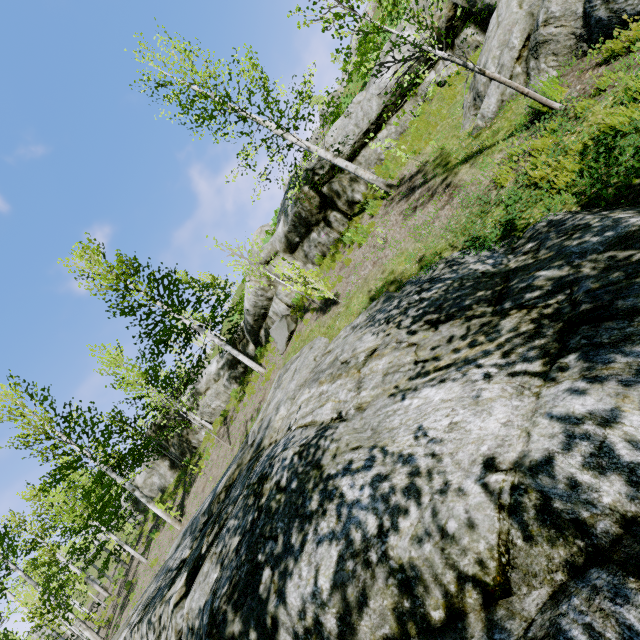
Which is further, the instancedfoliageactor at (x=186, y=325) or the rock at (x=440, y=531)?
the instancedfoliageactor at (x=186, y=325)

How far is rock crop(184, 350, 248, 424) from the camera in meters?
19.0 m

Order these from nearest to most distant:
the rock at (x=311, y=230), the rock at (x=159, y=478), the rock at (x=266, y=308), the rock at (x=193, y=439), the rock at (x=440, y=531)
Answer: the rock at (x=440, y=531), the rock at (x=311, y=230), the rock at (x=266, y=308), the rock at (x=193, y=439), the rock at (x=159, y=478)

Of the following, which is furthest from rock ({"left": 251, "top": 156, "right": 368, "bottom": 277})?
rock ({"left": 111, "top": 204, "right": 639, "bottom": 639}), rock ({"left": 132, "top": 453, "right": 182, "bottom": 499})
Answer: rock ({"left": 111, "top": 204, "right": 639, "bottom": 639})

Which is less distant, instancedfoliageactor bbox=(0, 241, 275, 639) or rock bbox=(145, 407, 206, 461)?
instancedfoliageactor bbox=(0, 241, 275, 639)

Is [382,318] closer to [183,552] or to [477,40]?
[183,552]

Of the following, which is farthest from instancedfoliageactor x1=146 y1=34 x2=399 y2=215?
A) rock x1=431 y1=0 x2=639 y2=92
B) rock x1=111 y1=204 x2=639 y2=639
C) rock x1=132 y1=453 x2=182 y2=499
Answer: rock x1=132 y1=453 x2=182 y2=499
